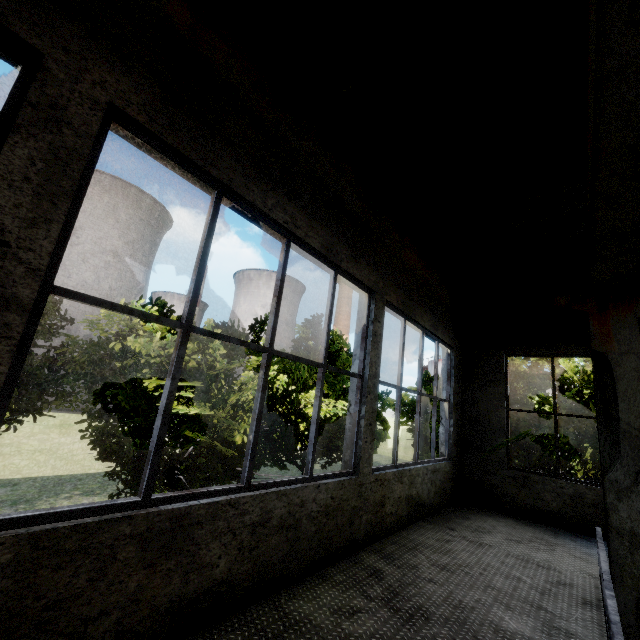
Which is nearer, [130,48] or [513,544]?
[130,48]

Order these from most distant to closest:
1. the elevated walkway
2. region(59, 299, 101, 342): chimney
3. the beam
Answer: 1. region(59, 299, 101, 342): chimney
2. the elevated walkway
3. the beam

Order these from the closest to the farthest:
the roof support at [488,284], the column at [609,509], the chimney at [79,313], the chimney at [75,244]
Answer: the column at [609,509]
the roof support at [488,284]
the chimney at [79,313]
the chimney at [75,244]

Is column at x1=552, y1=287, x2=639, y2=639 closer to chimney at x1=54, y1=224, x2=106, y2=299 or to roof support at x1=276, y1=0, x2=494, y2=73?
roof support at x1=276, y1=0, x2=494, y2=73

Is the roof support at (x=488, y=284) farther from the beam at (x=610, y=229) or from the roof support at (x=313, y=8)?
the roof support at (x=313, y=8)

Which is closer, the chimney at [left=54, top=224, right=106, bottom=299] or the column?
the column

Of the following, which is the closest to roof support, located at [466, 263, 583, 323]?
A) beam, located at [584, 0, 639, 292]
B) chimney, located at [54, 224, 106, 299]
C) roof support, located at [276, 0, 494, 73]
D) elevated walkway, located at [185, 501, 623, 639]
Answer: beam, located at [584, 0, 639, 292]

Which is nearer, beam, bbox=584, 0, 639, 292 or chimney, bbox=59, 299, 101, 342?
beam, bbox=584, 0, 639, 292
